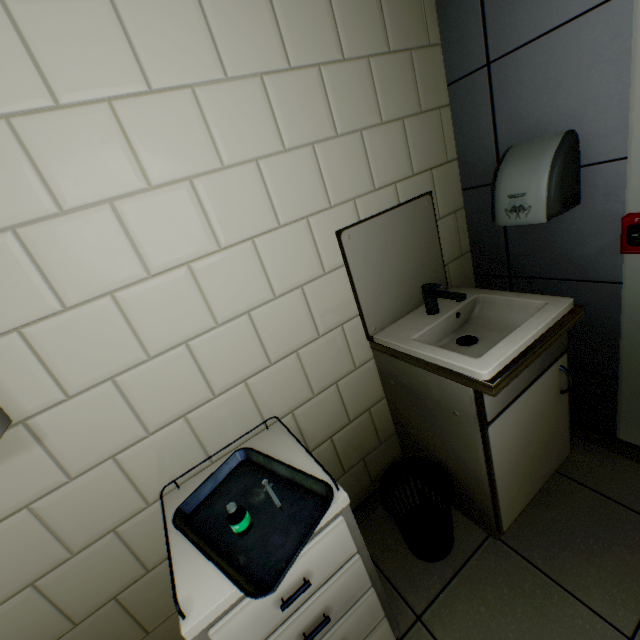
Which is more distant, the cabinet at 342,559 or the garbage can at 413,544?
the garbage can at 413,544

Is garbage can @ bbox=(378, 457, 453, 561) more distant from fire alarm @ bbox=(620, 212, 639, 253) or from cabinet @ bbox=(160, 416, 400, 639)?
fire alarm @ bbox=(620, 212, 639, 253)

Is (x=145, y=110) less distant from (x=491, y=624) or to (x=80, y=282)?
(x=80, y=282)

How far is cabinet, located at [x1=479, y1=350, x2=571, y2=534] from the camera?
1.25m

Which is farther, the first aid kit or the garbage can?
the garbage can

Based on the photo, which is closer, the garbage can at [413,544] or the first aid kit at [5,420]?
the first aid kit at [5,420]

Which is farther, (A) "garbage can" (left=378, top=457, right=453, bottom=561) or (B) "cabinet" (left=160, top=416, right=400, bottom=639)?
(A) "garbage can" (left=378, top=457, right=453, bottom=561)

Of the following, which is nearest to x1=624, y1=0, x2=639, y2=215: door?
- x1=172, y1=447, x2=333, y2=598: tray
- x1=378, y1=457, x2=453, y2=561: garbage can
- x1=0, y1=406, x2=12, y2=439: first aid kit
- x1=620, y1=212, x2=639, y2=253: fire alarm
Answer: x1=620, y1=212, x2=639, y2=253: fire alarm
